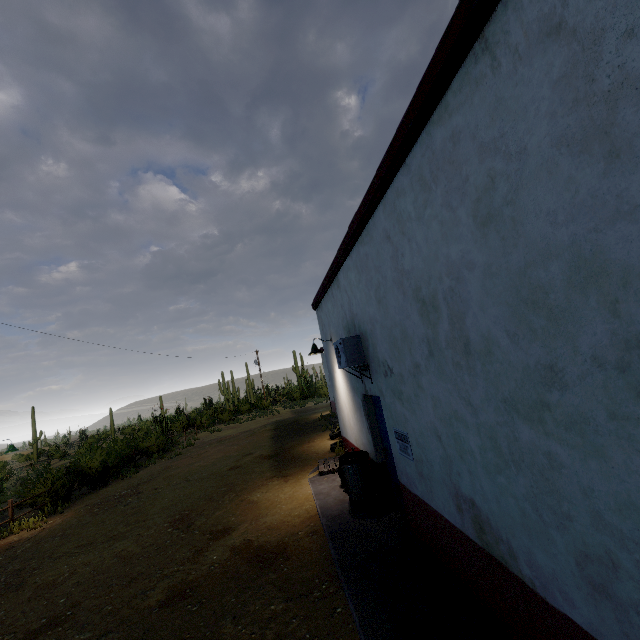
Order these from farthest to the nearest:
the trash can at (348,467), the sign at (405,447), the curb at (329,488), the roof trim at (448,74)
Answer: the trash can at (348,467)
the sign at (405,447)
the curb at (329,488)
the roof trim at (448,74)

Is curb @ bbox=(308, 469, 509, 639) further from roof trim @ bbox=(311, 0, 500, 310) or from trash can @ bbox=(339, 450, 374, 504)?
roof trim @ bbox=(311, 0, 500, 310)

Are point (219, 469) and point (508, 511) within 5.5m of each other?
no

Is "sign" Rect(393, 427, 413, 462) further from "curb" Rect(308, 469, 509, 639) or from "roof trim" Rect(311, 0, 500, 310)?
"roof trim" Rect(311, 0, 500, 310)

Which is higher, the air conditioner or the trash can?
the air conditioner

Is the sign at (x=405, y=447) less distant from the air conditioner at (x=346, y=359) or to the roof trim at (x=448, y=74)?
the air conditioner at (x=346, y=359)

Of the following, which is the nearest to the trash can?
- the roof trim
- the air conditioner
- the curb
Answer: the curb

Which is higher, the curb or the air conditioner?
the air conditioner
